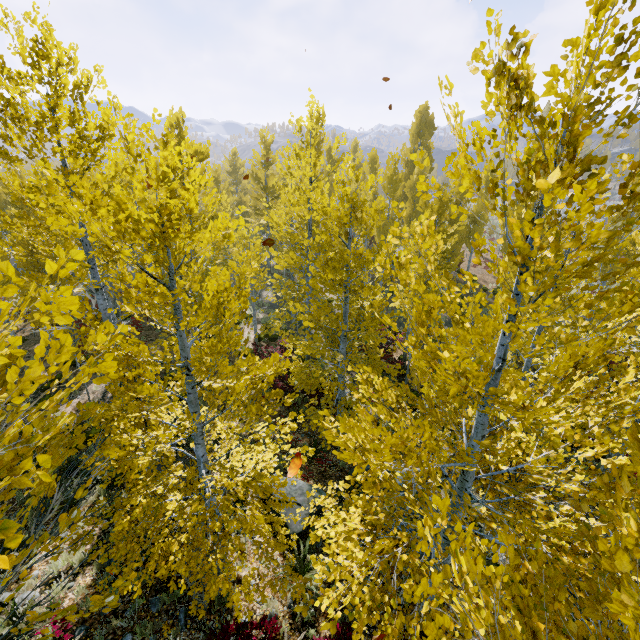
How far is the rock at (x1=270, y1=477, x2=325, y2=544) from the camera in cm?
730

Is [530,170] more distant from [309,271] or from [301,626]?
[309,271]

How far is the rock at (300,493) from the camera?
7.3m

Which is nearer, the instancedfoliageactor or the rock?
the instancedfoliageactor

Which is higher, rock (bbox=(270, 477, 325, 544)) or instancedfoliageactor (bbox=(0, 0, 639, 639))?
instancedfoliageactor (bbox=(0, 0, 639, 639))

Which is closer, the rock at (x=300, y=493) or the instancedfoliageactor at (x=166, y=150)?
the instancedfoliageactor at (x=166, y=150)
